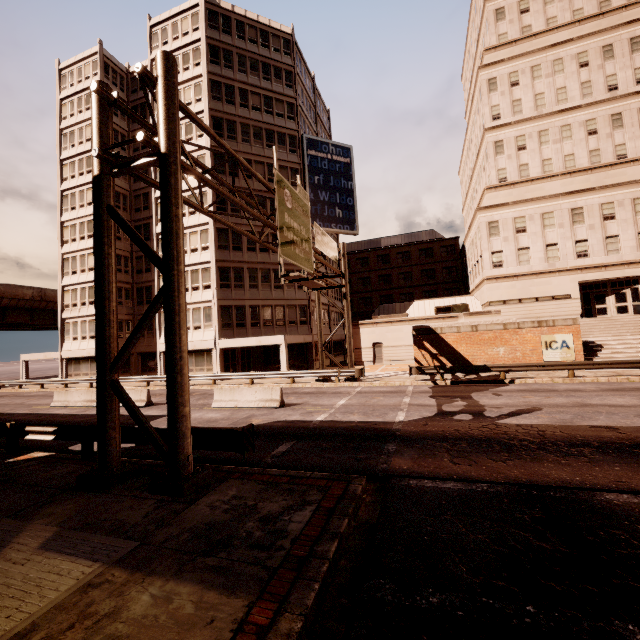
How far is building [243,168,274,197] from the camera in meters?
32.4

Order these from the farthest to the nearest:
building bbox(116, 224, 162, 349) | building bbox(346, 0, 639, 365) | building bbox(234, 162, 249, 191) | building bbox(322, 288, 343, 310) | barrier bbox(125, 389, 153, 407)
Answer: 1. building bbox(322, 288, 343, 310)
2. building bbox(116, 224, 162, 349)
3. building bbox(234, 162, 249, 191)
4. building bbox(346, 0, 639, 365)
5. barrier bbox(125, 389, 153, 407)

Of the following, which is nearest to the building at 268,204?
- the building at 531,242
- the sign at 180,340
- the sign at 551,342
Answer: the building at 531,242

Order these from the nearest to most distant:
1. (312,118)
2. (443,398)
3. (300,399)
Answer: (443,398)
(300,399)
(312,118)

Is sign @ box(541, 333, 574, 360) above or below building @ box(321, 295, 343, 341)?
below

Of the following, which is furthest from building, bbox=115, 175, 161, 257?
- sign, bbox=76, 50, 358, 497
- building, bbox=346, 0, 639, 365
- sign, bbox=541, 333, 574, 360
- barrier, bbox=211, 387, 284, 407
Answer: sign, bbox=541, 333, 574, 360

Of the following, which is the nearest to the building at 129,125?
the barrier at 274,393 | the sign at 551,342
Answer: the barrier at 274,393

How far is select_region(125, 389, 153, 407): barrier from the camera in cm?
1872
